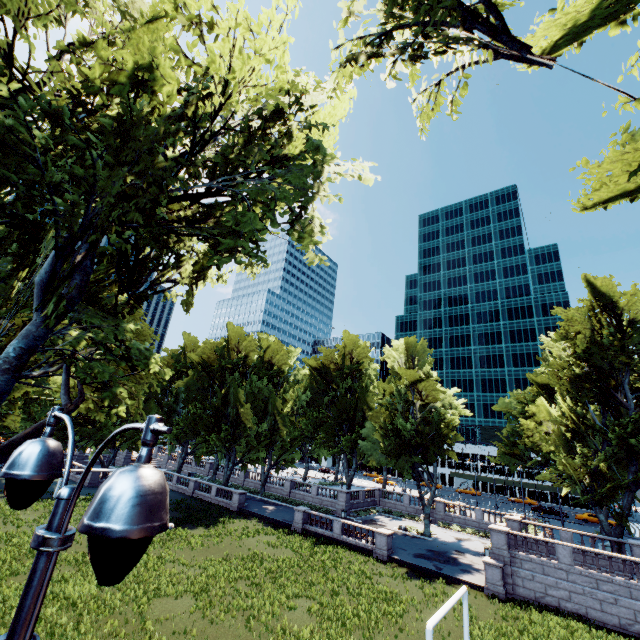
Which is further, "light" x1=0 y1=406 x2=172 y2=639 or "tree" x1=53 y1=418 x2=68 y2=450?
"tree" x1=53 y1=418 x2=68 y2=450

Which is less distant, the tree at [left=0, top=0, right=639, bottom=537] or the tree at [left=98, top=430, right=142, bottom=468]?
the tree at [left=0, top=0, right=639, bottom=537]

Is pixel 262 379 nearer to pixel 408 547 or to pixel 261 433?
pixel 261 433

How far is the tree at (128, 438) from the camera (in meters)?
48.84

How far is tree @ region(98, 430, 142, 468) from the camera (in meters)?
48.84
